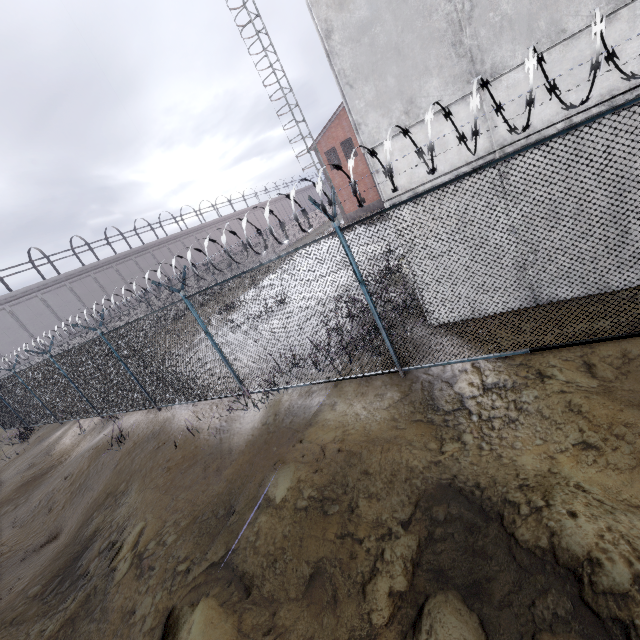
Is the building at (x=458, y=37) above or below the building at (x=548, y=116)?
above

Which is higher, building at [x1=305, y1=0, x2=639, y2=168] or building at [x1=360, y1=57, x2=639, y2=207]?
building at [x1=305, y1=0, x2=639, y2=168]

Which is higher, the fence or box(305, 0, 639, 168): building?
box(305, 0, 639, 168): building

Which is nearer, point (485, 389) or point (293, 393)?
point (485, 389)

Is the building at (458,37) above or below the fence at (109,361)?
above
